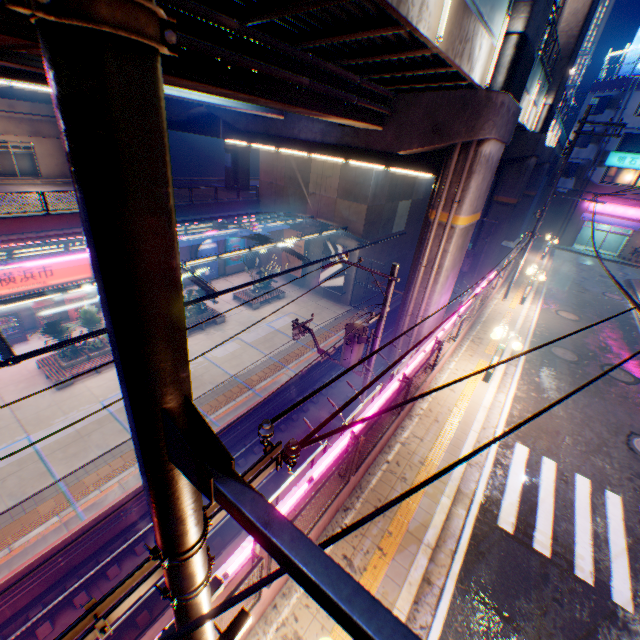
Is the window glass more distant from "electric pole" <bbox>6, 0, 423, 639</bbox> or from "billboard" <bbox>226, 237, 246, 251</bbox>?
"electric pole" <bbox>6, 0, 423, 639</bbox>

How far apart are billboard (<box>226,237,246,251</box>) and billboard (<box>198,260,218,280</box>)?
0.9m

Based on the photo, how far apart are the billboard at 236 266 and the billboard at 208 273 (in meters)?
0.89

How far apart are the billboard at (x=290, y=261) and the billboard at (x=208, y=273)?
6.07m

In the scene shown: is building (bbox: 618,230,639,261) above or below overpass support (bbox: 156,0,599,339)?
below

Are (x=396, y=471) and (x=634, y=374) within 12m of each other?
no

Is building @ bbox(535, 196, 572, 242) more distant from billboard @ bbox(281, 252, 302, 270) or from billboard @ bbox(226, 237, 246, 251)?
billboard @ bbox(226, 237, 246, 251)

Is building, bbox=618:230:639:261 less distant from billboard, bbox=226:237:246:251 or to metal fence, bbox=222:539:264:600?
metal fence, bbox=222:539:264:600
